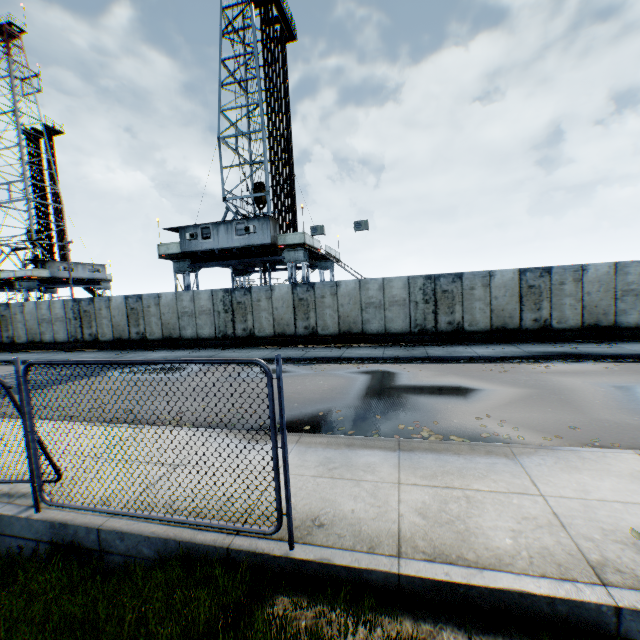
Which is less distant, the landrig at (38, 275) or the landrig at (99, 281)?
the landrig at (38, 275)

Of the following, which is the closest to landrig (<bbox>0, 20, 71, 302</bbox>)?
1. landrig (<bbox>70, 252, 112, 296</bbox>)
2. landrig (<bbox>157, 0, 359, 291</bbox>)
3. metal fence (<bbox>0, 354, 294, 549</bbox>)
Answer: landrig (<bbox>70, 252, 112, 296</bbox>)

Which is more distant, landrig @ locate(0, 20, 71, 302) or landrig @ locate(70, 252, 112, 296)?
landrig @ locate(70, 252, 112, 296)

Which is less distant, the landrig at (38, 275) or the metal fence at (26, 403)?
the metal fence at (26, 403)

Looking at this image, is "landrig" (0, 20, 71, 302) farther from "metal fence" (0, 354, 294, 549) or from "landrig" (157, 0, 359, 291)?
"metal fence" (0, 354, 294, 549)

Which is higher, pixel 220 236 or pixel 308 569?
pixel 220 236

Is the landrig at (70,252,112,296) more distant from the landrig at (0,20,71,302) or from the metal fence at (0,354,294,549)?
the metal fence at (0,354,294,549)

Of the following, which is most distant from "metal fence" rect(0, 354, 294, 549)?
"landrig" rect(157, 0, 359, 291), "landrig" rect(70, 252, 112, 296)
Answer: "landrig" rect(70, 252, 112, 296)
